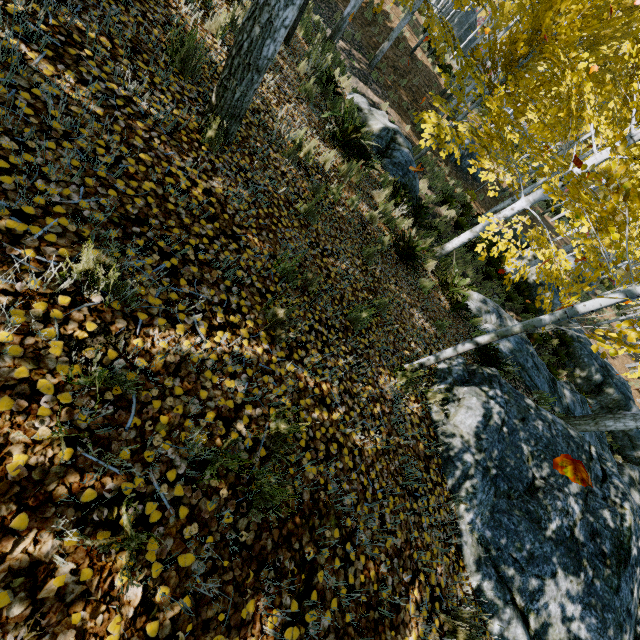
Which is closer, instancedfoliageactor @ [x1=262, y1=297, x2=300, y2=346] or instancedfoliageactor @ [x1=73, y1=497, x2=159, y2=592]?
instancedfoliageactor @ [x1=73, y1=497, x2=159, y2=592]

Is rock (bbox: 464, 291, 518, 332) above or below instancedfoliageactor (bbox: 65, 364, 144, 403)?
below

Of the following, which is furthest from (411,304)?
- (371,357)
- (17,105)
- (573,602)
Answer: (17,105)

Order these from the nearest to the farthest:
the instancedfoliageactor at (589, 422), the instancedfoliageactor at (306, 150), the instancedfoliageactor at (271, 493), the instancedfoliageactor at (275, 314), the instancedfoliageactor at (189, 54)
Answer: the instancedfoliageactor at (271, 493), the instancedfoliageactor at (275, 314), the instancedfoliageactor at (189, 54), the instancedfoliageactor at (306, 150), the instancedfoliageactor at (589, 422)

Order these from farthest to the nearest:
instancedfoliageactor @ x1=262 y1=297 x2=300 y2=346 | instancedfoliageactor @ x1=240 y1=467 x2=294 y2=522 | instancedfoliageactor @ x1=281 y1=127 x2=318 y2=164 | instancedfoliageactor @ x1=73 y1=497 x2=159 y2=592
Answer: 1. instancedfoliageactor @ x1=281 y1=127 x2=318 y2=164
2. instancedfoliageactor @ x1=262 y1=297 x2=300 y2=346
3. instancedfoliageactor @ x1=240 y1=467 x2=294 y2=522
4. instancedfoliageactor @ x1=73 y1=497 x2=159 y2=592

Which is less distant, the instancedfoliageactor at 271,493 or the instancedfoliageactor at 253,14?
the instancedfoliageactor at 271,493

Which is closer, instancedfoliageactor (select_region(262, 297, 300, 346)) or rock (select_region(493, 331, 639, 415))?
instancedfoliageactor (select_region(262, 297, 300, 346))
